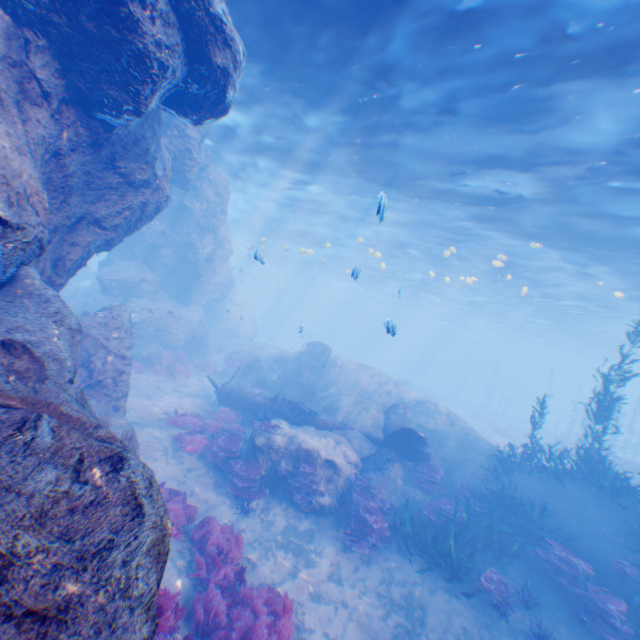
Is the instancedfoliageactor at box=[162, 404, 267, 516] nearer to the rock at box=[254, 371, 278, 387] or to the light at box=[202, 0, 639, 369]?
the rock at box=[254, 371, 278, 387]

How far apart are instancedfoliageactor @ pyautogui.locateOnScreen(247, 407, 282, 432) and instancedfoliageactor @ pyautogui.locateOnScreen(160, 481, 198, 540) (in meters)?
3.12

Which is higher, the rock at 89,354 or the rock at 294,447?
the rock at 89,354

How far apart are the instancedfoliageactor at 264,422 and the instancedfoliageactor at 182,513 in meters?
3.1 m

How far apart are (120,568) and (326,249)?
31.5m

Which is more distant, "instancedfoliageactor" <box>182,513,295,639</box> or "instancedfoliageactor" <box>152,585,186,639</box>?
"instancedfoliageactor" <box>182,513,295,639</box>

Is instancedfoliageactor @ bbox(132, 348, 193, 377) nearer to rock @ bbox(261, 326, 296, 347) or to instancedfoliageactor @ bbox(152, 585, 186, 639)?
rock @ bbox(261, 326, 296, 347)

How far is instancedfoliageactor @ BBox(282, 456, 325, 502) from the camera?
10.70m
